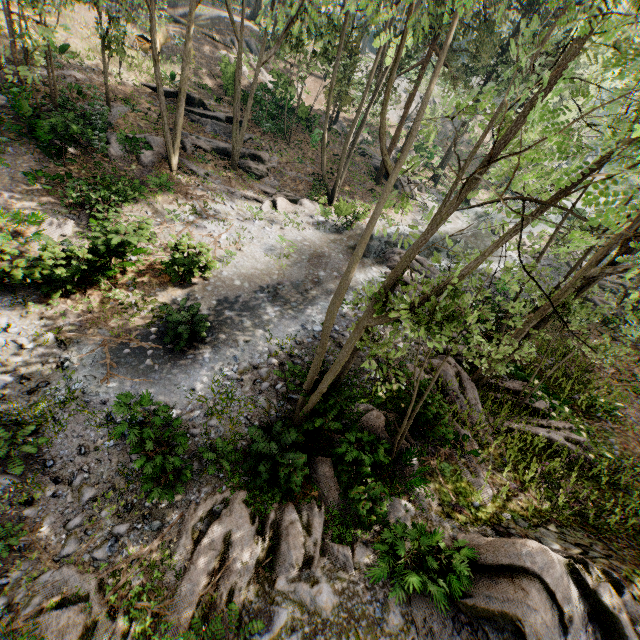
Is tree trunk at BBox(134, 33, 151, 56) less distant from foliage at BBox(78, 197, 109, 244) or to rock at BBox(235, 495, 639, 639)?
foliage at BBox(78, 197, 109, 244)

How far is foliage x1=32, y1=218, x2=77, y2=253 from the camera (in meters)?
10.74

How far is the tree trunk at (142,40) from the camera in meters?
23.7

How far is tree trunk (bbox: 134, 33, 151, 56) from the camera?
23.7m

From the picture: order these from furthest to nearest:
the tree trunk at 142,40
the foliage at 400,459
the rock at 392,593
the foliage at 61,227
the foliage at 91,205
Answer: the tree trunk at 142,40 < the foliage at 91,205 < the foliage at 61,227 < the rock at 392,593 < the foliage at 400,459

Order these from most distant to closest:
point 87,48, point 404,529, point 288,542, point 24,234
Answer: point 87,48 → point 24,234 → point 288,542 → point 404,529

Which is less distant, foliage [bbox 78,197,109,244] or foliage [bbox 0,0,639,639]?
foliage [bbox 0,0,639,639]
